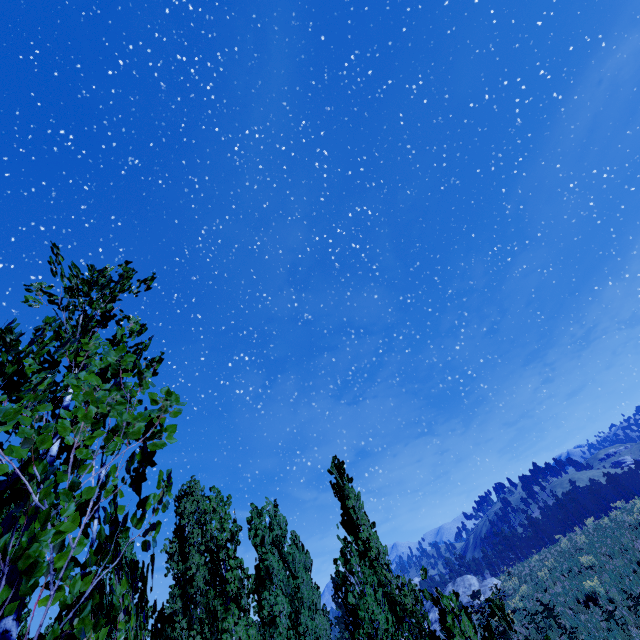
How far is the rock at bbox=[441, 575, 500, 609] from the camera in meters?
31.2 m

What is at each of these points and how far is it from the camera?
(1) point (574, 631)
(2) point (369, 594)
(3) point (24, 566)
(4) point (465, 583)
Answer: (1) instancedfoliageactor, 11.4m
(2) instancedfoliageactor, 7.9m
(3) instancedfoliageactor, 1.0m
(4) rock, 33.1m

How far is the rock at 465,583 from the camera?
31.2m

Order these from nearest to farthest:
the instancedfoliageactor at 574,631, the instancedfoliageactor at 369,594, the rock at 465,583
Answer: the instancedfoliageactor at 369,594, the instancedfoliageactor at 574,631, the rock at 465,583

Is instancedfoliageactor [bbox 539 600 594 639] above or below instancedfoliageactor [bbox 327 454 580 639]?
below

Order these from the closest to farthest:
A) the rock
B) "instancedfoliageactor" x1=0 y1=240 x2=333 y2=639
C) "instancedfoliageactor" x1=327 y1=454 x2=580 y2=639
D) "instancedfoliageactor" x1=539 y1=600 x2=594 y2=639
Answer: "instancedfoliageactor" x1=0 y1=240 x2=333 y2=639, "instancedfoliageactor" x1=327 y1=454 x2=580 y2=639, "instancedfoliageactor" x1=539 y1=600 x2=594 y2=639, the rock

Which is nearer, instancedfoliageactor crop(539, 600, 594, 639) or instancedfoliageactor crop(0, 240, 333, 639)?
instancedfoliageactor crop(0, 240, 333, 639)
